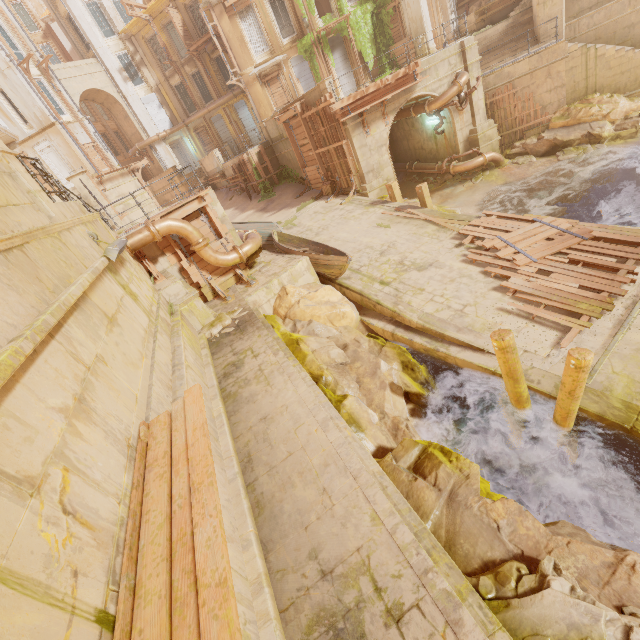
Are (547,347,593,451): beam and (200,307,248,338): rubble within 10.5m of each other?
yes

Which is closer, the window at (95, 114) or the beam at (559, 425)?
the beam at (559, 425)

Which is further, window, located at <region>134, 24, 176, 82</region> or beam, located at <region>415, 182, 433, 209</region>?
window, located at <region>134, 24, 176, 82</region>

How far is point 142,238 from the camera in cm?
995

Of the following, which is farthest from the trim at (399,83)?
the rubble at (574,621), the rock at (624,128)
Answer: the rubble at (574,621)

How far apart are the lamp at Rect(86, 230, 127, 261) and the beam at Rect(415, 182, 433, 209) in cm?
1169

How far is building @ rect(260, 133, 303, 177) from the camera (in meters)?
21.02
